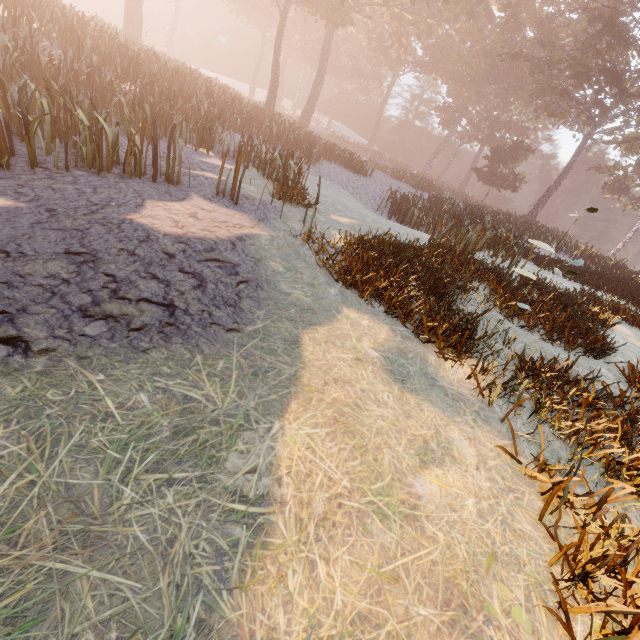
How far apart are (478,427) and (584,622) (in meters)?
1.62
